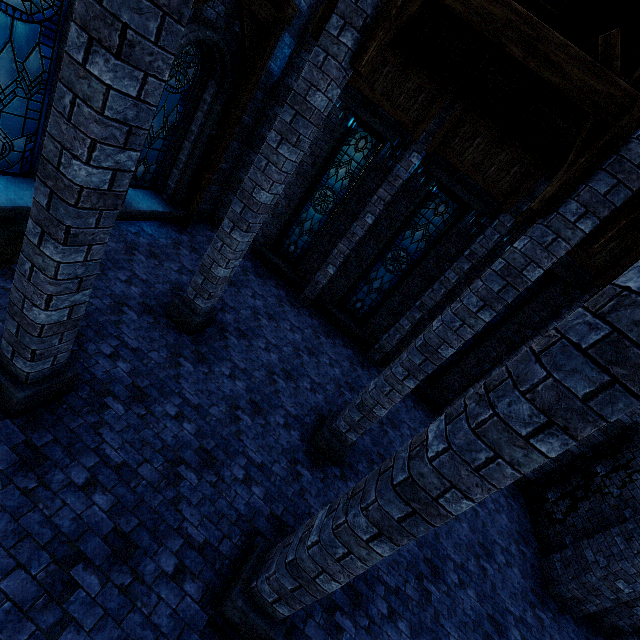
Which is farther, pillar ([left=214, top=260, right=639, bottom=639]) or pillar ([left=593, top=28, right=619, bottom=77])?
pillar ([left=593, top=28, right=619, bottom=77])

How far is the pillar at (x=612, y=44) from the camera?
3.7m

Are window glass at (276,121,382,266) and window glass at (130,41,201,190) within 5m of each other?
yes

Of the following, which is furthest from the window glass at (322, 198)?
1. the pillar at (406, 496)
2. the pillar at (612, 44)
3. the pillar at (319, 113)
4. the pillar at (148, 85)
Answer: the pillar at (406, 496)

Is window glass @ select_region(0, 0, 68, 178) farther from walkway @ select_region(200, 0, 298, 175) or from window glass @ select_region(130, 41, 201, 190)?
window glass @ select_region(130, 41, 201, 190)

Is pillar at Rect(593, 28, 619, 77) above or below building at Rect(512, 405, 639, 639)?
above

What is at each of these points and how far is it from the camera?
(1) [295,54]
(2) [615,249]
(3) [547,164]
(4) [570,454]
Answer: (1) building, 8.9 meters
(2) building, 7.8 meters
(3) building, 7.7 meters
(4) building, 9.5 meters

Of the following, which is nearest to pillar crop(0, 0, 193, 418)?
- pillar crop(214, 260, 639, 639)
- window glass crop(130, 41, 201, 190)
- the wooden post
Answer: pillar crop(214, 260, 639, 639)
